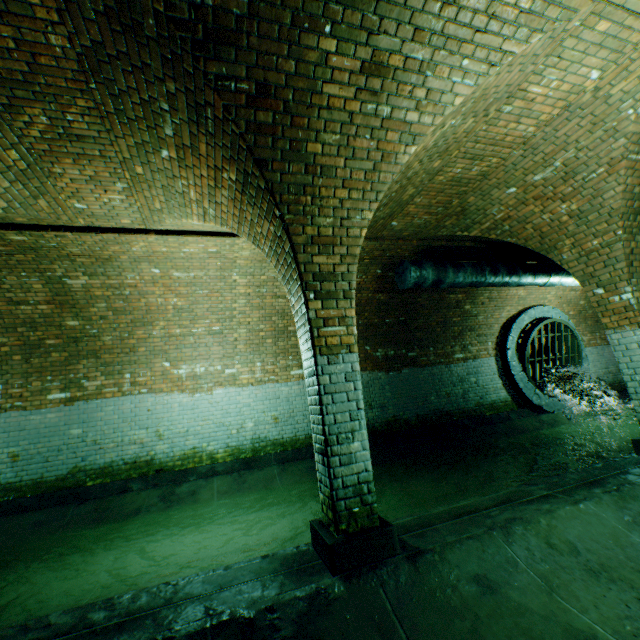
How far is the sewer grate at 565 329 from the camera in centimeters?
995cm

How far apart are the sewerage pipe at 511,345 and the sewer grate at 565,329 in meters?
0.0 m

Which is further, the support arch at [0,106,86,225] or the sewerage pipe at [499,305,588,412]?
the sewerage pipe at [499,305,588,412]

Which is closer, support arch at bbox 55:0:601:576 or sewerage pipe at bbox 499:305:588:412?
support arch at bbox 55:0:601:576

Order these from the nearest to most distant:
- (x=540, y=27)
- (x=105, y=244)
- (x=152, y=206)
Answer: (x=540, y=27)
(x=152, y=206)
(x=105, y=244)

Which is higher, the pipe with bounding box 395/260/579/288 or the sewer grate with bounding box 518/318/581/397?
the pipe with bounding box 395/260/579/288

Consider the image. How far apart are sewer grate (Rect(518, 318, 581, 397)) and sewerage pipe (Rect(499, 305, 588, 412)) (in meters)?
0.01

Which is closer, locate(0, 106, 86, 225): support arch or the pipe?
locate(0, 106, 86, 225): support arch
